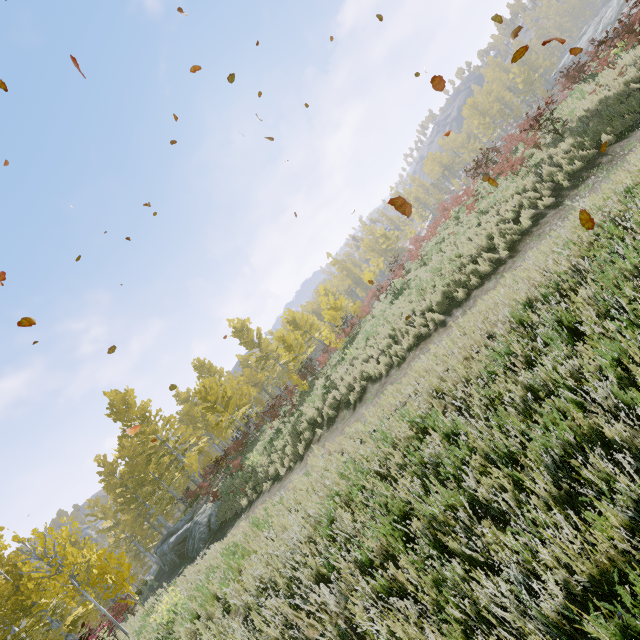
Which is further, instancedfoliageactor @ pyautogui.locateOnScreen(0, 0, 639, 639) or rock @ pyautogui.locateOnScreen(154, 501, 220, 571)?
rock @ pyautogui.locateOnScreen(154, 501, 220, 571)

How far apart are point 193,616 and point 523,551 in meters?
8.2 m

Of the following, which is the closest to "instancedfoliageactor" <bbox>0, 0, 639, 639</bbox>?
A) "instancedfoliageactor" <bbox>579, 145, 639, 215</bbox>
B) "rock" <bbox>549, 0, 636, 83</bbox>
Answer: "instancedfoliageactor" <bbox>579, 145, 639, 215</bbox>

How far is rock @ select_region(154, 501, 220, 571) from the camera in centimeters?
1588cm

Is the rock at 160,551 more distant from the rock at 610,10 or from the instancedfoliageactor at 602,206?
the rock at 610,10

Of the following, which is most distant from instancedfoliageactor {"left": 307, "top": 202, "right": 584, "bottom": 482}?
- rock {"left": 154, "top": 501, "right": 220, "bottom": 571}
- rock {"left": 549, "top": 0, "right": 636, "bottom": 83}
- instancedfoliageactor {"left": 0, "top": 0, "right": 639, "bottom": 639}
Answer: rock {"left": 549, "top": 0, "right": 636, "bottom": 83}

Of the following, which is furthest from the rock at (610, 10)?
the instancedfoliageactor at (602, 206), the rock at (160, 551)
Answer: the rock at (160, 551)
